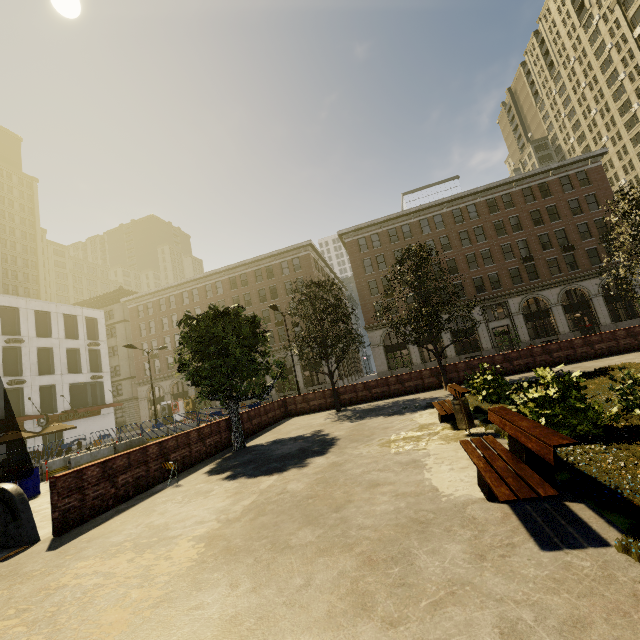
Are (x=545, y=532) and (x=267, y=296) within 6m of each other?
no

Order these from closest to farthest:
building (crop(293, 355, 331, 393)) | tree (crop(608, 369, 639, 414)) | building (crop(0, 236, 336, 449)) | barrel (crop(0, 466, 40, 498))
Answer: tree (crop(608, 369, 639, 414)) < barrel (crop(0, 466, 40, 498)) < building (crop(0, 236, 336, 449)) < building (crop(293, 355, 331, 393))

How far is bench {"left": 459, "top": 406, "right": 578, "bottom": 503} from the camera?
3.54m

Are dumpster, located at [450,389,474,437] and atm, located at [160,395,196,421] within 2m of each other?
no

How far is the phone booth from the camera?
33.4 meters

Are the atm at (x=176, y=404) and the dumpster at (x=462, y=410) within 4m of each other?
no

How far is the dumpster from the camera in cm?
773

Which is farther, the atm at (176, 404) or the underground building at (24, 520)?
the atm at (176, 404)
